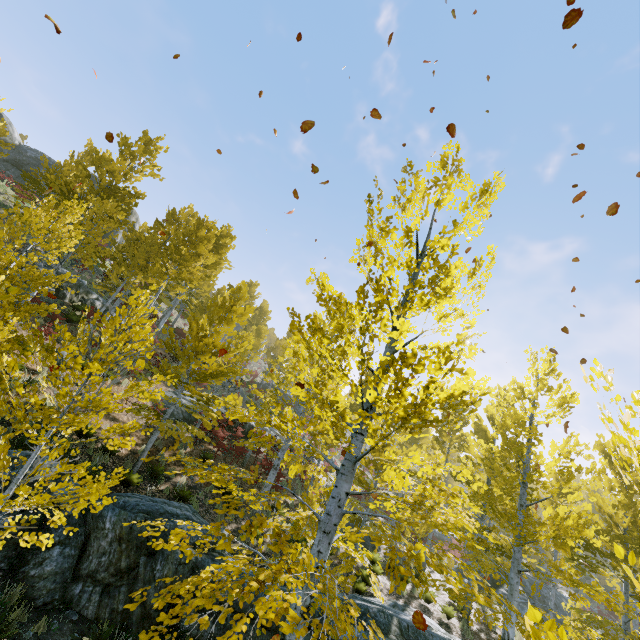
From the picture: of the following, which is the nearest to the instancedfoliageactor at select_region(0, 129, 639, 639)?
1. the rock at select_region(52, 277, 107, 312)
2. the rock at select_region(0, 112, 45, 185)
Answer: the rock at select_region(52, 277, 107, 312)

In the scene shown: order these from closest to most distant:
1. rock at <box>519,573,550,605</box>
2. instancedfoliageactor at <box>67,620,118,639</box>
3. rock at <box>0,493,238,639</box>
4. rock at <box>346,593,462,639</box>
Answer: instancedfoliageactor at <box>67,620,118,639</box>, rock at <box>0,493,238,639</box>, rock at <box>346,593,462,639</box>, rock at <box>519,573,550,605</box>

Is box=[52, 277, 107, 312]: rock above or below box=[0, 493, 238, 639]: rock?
above

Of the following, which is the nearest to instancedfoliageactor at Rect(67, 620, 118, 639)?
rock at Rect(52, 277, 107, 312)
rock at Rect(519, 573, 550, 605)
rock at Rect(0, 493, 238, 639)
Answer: rock at Rect(0, 493, 238, 639)

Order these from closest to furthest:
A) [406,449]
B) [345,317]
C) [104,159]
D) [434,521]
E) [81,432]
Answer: [434,521]
[81,432]
[104,159]
[345,317]
[406,449]

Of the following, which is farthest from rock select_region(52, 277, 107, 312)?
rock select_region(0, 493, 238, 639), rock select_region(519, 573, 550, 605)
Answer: rock select_region(519, 573, 550, 605)

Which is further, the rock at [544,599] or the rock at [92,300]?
the rock at [544,599]

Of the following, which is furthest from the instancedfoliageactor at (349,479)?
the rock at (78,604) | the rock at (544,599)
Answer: the rock at (544,599)
